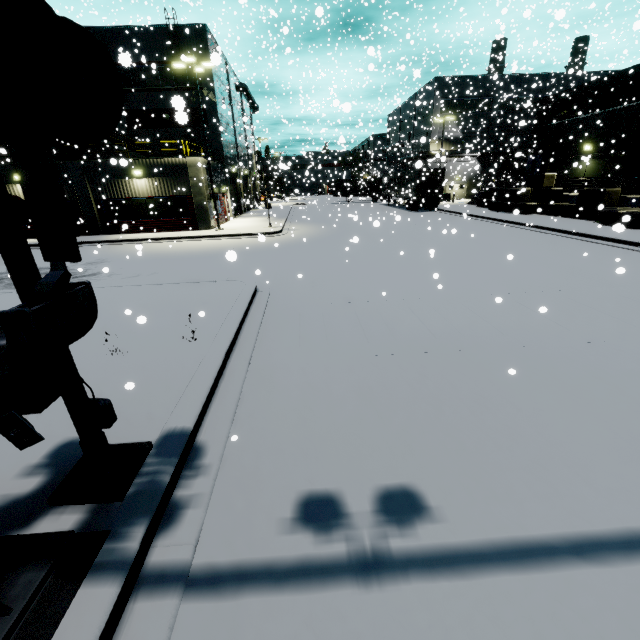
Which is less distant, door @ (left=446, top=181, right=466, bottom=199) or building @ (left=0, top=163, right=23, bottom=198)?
building @ (left=0, top=163, right=23, bottom=198)

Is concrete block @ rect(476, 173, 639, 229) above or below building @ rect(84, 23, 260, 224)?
below

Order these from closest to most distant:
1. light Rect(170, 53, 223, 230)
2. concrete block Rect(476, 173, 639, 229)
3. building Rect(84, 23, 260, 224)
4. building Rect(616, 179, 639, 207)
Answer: concrete block Rect(476, 173, 639, 229), building Rect(616, 179, 639, 207), light Rect(170, 53, 223, 230), building Rect(84, 23, 260, 224)

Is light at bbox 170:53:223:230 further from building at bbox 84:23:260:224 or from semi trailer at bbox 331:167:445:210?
semi trailer at bbox 331:167:445:210

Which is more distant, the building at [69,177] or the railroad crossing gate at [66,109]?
the building at [69,177]

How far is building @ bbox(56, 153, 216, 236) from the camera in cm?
2211

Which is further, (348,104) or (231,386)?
(348,104)

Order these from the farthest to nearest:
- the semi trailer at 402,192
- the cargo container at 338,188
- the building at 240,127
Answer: the cargo container at 338,188, the semi trailer at 402,192, the building at 240,127
